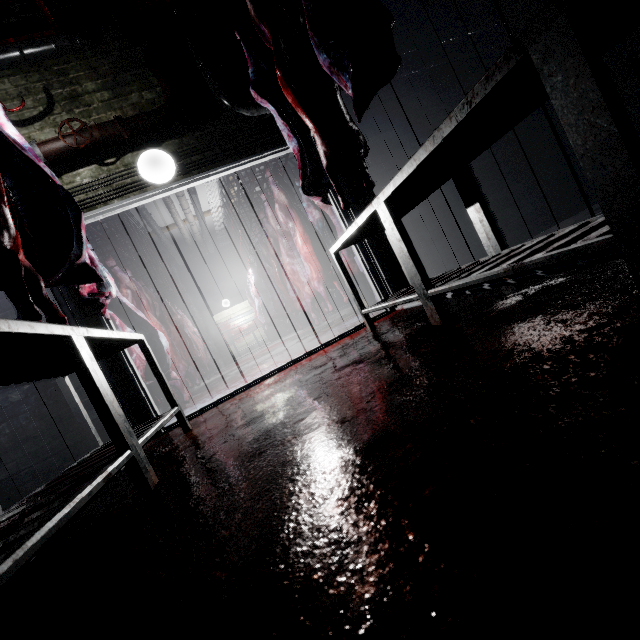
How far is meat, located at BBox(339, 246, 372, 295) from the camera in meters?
4.0 m

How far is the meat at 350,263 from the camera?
4.02m

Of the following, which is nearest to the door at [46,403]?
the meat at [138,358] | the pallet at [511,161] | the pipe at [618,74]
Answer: the meat at [138,358]

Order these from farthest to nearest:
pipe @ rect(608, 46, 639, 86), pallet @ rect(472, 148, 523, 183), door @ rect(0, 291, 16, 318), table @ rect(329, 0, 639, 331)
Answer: pallet @ rect(472, 148, 523, 183) → pipe @ rect(608, 46, 639, 86) → door @ rect(0, 291, 16, 318) → table @ rect(329, 0, 639, 331)

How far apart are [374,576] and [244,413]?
1.6m

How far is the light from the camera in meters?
2.8 m

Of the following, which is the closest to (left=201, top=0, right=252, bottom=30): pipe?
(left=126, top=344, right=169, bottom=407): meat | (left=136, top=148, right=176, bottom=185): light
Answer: (left=136, top=148, right=176, bottom=185): light

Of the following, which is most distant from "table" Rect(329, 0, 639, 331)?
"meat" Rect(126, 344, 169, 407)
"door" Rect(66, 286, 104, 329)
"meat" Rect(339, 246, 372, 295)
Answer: "meat" Rect(126, 344, 169, 407)
